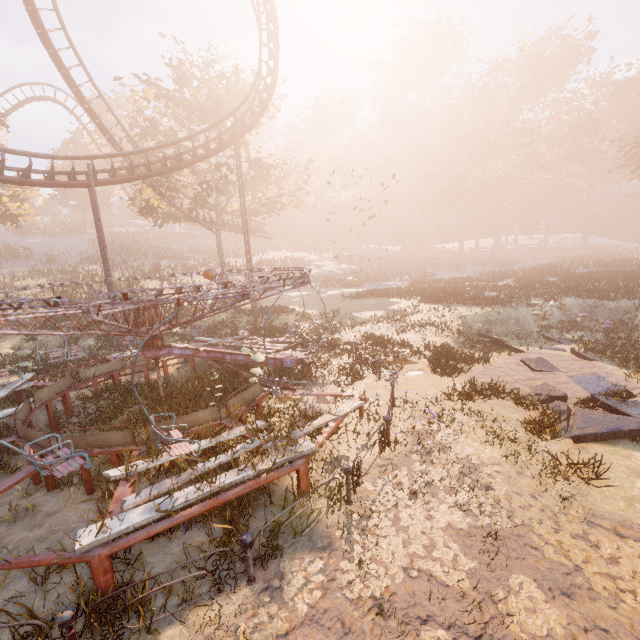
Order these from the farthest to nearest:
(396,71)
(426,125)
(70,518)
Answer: (396,71), (426,125), (70,518)

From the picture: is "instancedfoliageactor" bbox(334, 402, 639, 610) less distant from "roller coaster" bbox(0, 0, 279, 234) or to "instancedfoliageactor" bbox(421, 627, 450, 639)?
"instancedfoliageactor" bbox(421, 627, 450, 639)

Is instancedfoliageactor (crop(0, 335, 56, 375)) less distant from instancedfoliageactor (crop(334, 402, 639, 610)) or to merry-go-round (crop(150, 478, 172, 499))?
merry-go-round (crop(150, 478, 172, 499))

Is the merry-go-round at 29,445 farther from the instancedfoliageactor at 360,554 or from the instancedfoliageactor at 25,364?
the instancedfoliageactor at 25,364

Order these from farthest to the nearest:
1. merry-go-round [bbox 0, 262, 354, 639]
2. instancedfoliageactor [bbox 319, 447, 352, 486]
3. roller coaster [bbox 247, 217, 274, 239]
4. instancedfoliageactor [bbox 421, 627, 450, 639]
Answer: roller coaster [bbox 247, 217, 274, 239], instancedfoliageactor [bbox 319, 447, 352, 486], merry-go-round [bbox 0, 262, 354, 639], instancedfoliageactor [bbox 421, 627, 450, 639]

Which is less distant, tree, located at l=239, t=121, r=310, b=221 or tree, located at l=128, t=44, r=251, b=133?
tree, located at l=128, t=44, r=251, b=133

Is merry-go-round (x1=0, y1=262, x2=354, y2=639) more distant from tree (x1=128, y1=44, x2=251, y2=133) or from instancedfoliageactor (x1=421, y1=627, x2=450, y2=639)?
tree (x1=128, y1=44, x2=251, y2=133)

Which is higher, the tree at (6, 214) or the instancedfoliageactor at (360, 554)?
the tree at (6, 214)
